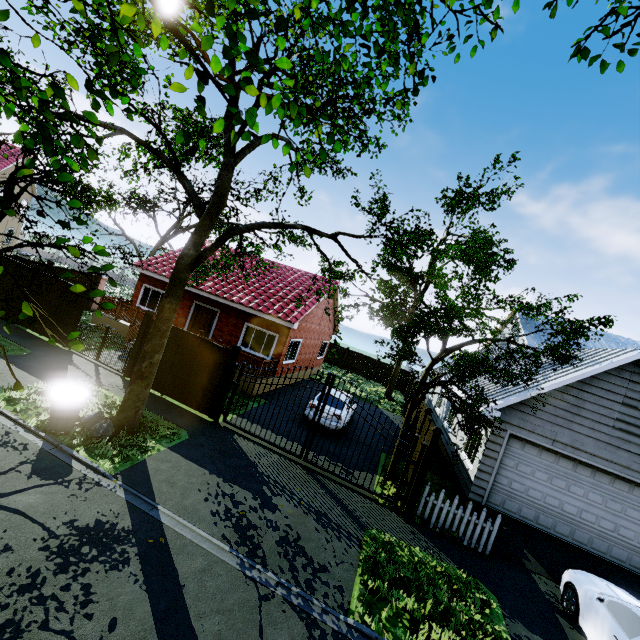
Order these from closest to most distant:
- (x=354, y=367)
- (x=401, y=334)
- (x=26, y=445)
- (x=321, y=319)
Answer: (x=26, y=445), (x=401, y=334), (x=321, y=319), (x=354, y=367)

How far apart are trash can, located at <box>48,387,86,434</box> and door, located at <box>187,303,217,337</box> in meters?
9.4 m

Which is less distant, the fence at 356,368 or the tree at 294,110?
the tree at 294,110

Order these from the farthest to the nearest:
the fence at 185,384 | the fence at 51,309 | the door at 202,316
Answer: the door at 202,316
the fence at 51,309
the fence at 185,384

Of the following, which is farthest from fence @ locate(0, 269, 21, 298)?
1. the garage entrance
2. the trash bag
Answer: the trash bag

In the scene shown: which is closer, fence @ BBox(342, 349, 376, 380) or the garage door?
the garage door

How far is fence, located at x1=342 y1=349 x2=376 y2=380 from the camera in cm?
3228

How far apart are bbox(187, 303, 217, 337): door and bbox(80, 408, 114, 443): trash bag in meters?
9.1
